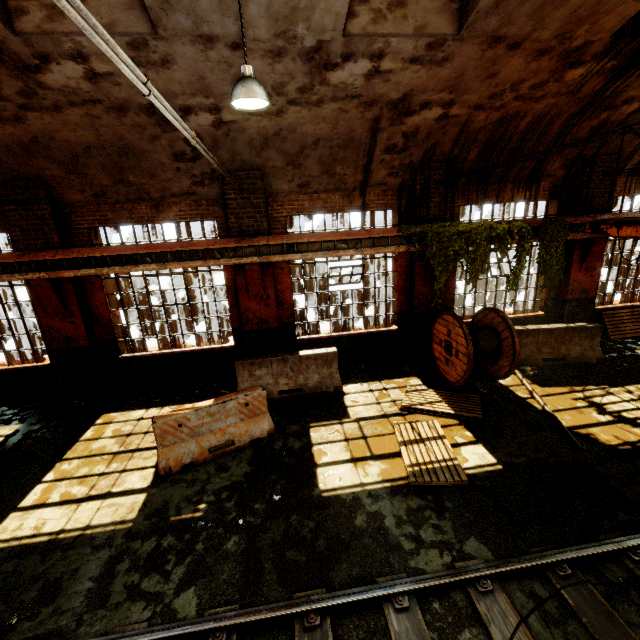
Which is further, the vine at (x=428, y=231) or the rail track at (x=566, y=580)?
the vine at (x=428, y=231)

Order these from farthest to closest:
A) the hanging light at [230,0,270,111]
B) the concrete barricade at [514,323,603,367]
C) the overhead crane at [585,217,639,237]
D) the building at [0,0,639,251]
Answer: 1. the concrete barricade at [514,323,603,367]
2. the overhead crane at [585,217,639,237]
3. the building at [0,0,639,251]
4. the hanging light at [230,0,270,111]

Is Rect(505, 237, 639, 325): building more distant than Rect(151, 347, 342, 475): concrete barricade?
Yes

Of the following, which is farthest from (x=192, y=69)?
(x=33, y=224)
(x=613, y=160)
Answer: (x=613, y=160)

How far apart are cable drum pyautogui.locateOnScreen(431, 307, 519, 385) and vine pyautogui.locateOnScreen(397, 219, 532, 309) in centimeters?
40cm

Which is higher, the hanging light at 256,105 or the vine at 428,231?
the hanging light at 256,105

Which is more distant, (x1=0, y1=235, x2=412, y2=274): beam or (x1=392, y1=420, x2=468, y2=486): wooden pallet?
(x1=0, y1=235, x2=412, y2=274): beam

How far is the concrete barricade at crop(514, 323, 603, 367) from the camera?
8.9m
